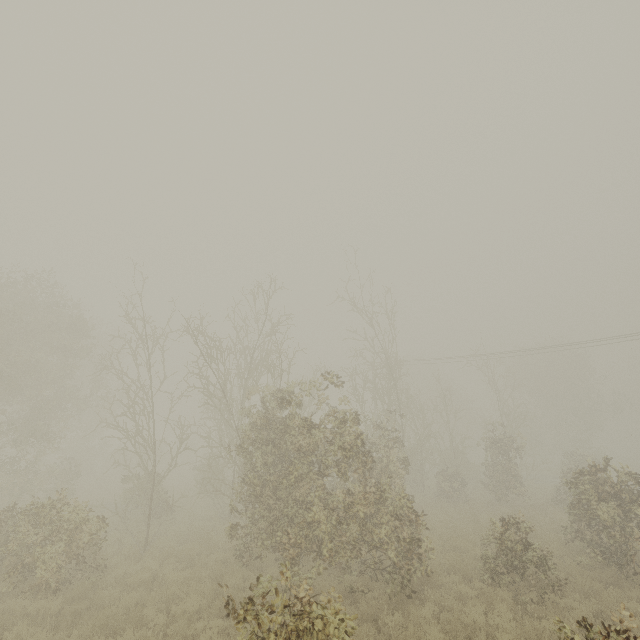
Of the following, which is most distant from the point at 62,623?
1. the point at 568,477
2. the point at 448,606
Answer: the point at 568,477
